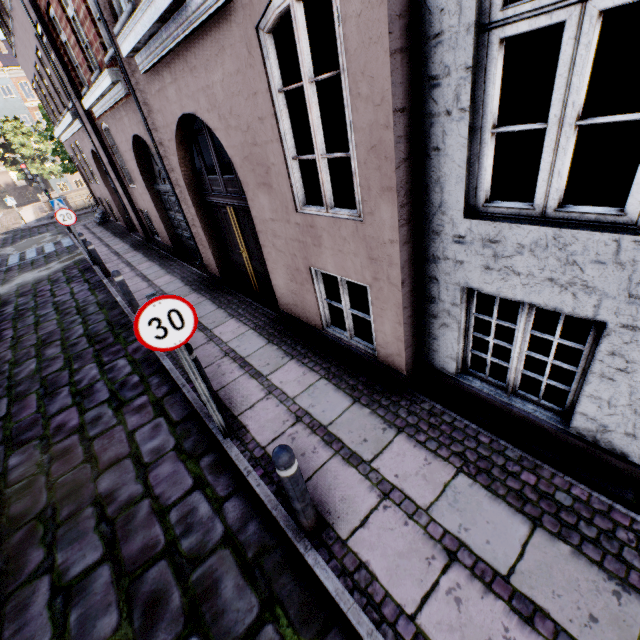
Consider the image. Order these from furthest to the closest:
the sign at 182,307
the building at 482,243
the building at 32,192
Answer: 1. the building at 32,192
2. the sign at 182,307
3. the building at 482,243

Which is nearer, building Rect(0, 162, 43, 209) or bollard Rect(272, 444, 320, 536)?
bollard Rect(272, 444, 320, 536)

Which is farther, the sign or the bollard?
the sign

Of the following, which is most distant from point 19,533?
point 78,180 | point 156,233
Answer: point 78,180

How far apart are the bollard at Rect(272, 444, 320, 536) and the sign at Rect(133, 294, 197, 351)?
1.4m

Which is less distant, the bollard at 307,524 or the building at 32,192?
the bollard at 307,524

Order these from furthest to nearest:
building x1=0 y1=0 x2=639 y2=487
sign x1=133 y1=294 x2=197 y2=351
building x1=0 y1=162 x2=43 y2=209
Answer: building x1=0 y1=162 x2=43 y2=209
sign x1=133 y1=294 x2=197 y2=351
building x1=0 y1=0 x2=639 y2=487

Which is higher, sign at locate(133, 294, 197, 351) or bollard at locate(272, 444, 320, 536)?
sign at locate(133, 294, 197, 351)
